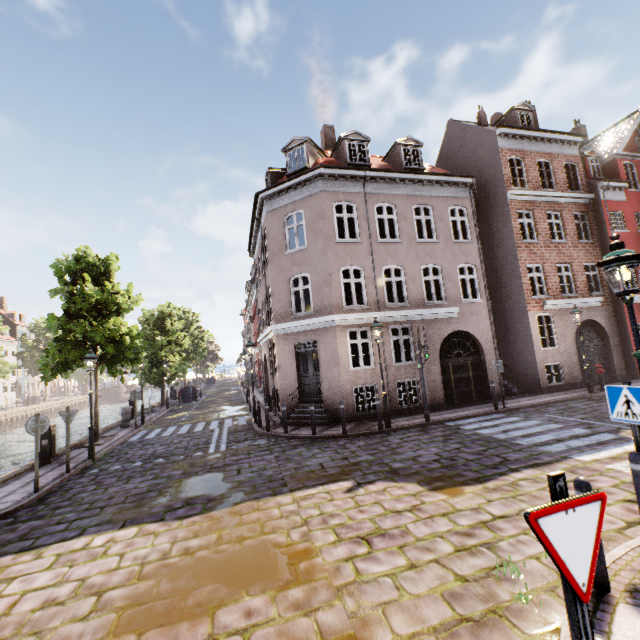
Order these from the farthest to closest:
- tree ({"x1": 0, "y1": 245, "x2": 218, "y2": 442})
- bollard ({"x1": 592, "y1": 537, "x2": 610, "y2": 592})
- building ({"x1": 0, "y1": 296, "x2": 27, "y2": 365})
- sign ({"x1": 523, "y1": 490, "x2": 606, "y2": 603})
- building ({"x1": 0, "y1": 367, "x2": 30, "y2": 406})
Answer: building ({"x1": 0, "y1": 296, "x2": 27, "y2": 365}) → building ({"x1": 0, "y1": 367, "x2": 30, "y2": 406}) → tree ({"x1": 0, "y1": 245, "x2": 218, "y2": 442}) → bollard ({"x1": 592, "y1": 537, "x2": 610, "y2": 592}) → sign ({"x1": 523, "y1": 490, "x2": 606, "y2": 603})

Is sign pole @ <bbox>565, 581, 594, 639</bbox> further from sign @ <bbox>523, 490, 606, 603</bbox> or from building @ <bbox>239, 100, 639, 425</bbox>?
building @ <bbox>239, 100, 639, 425</bbox>

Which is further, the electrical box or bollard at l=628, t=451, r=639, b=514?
the electrical box

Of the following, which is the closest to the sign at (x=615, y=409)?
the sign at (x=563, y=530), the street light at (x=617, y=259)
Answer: the street light at (x=617, y=259)

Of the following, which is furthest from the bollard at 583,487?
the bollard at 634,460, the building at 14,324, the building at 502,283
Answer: the building at 14,324

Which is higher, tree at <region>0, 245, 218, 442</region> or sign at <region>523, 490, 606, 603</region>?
tree at <region>0, 245, 218, 442</region>

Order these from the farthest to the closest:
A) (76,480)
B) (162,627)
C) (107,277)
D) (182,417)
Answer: (182,417)
(107,277)
(76,480)
(162,627)

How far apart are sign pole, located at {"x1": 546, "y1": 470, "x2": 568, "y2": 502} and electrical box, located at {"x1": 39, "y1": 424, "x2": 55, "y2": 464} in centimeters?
1463cm
